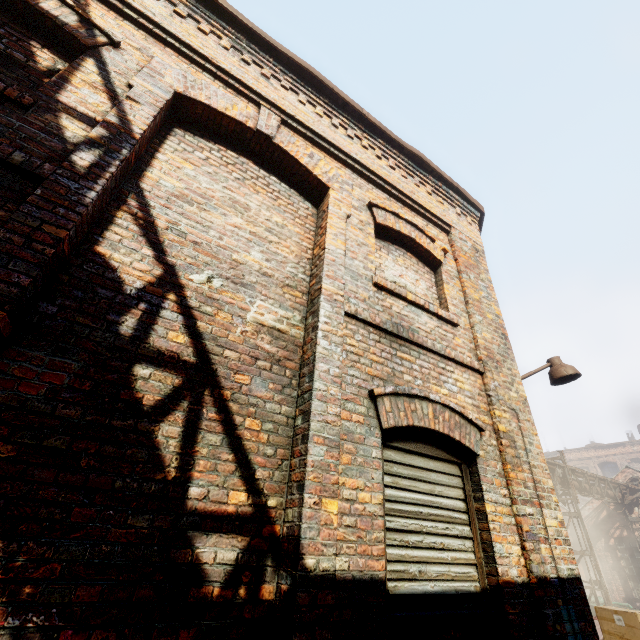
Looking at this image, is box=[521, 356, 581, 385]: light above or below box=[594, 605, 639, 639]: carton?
above

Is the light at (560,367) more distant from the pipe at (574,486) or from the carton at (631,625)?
the pipe at (574,486)

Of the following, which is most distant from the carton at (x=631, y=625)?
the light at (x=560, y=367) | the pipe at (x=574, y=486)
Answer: the pipe at (x=574, y=486)

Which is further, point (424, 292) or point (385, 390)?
point (424, 292)

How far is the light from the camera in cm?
476

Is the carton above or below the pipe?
below

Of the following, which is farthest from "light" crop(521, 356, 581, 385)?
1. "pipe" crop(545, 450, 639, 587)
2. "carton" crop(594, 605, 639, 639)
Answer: "pipe" crop(545, 450, 639, 587)
